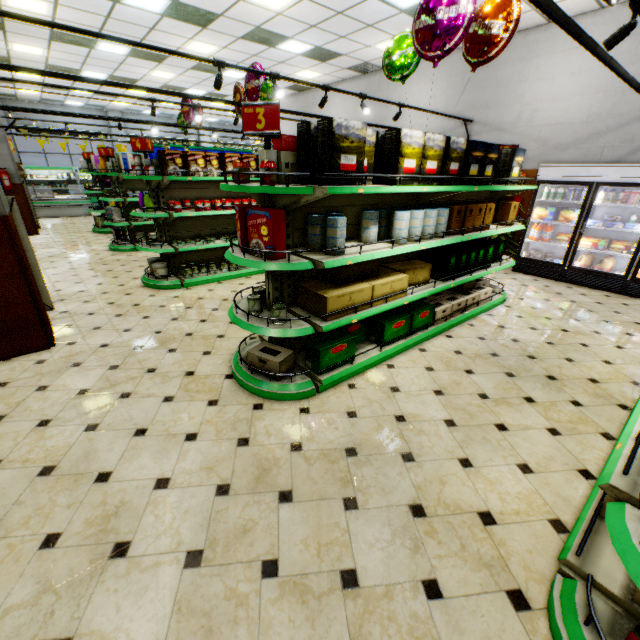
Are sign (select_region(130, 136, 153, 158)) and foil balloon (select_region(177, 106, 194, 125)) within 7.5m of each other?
yes

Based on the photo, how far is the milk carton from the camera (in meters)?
6.45

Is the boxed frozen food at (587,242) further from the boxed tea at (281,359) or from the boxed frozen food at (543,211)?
the boxed tea at (281,359)

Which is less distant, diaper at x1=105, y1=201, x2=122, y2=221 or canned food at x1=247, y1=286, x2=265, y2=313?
canned food at x1=247, y1=286, x2=265, y2=313

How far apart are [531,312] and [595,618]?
4.7 meters

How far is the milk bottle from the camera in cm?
667

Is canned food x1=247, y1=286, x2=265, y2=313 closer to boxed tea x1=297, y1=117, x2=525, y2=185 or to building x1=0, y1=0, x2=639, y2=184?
building x1=0, y1=0, x2=639, y2=184

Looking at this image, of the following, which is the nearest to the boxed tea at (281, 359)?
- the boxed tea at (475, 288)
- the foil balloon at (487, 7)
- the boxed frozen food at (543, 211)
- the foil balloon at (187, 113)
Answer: the boxed tea at (475, 288)
